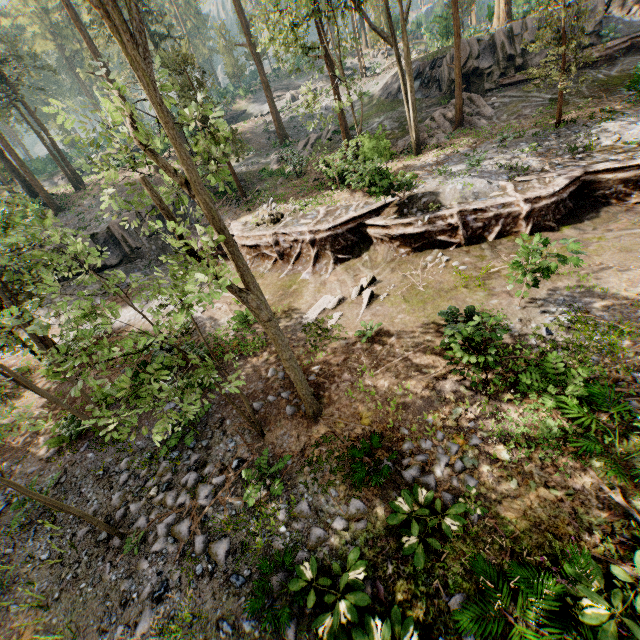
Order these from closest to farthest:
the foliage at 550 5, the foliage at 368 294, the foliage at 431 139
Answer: the foliage at 368 294, the foliage at 550 5, the foliage at 431 139

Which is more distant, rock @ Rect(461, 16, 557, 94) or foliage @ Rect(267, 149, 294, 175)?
foliage @ Rect(267, 149, 294, 175)

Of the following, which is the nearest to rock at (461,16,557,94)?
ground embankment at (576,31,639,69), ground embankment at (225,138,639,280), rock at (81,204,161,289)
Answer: ground embankment at (576,31,639,69)

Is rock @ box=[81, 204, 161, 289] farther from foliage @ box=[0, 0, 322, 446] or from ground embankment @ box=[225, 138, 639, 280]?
foliage @ box=[0, 0, 322, 446]

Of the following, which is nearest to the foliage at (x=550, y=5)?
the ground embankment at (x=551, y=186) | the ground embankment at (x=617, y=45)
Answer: the ground embankment at (x=551, y=186)

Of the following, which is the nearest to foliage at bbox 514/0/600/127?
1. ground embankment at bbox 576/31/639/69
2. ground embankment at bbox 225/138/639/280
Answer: ground embankment at bbox 225/138/639/280

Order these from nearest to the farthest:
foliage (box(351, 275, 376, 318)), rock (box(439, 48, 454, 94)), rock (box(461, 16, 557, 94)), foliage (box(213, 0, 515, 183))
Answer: foliage (box(351, 275, 376, 318)) → foliage (box(213, 0, 515, 183)) → rock (box(461, 16, 557, 94)) → rock (box(439, 48, 454, 94))

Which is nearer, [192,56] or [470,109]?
[192,56]
